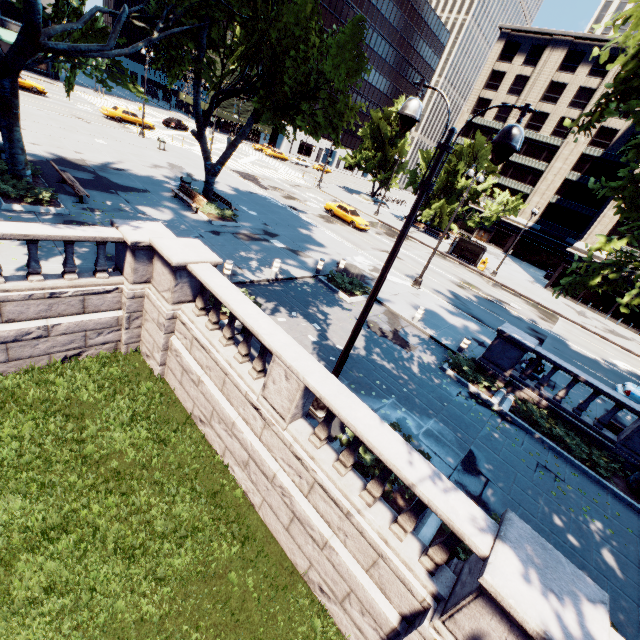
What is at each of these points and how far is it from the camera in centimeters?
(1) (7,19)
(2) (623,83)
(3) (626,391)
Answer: (1) building, 4066cm
(2) tree, 849cm
(3) vehicle, 1605cm

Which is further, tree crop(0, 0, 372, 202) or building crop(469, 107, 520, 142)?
building crop(469, 107, 520, 142)

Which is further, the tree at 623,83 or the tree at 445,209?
the tree at 445,209

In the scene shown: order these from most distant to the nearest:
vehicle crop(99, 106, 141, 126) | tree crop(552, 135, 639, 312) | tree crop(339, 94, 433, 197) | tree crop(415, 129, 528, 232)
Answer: tree crop(339, 94, 433, 197), tree crop(415, 129, 528, 232), vehicle crop(99, 106, 141, 126), tree crop(552, 135, 639, 312)

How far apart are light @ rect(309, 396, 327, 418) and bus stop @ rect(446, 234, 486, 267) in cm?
3066

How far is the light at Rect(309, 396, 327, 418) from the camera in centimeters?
841cm

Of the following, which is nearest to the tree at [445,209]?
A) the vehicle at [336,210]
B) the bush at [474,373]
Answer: the bush at [474,373]

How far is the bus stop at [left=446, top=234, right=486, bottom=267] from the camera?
34.3m
